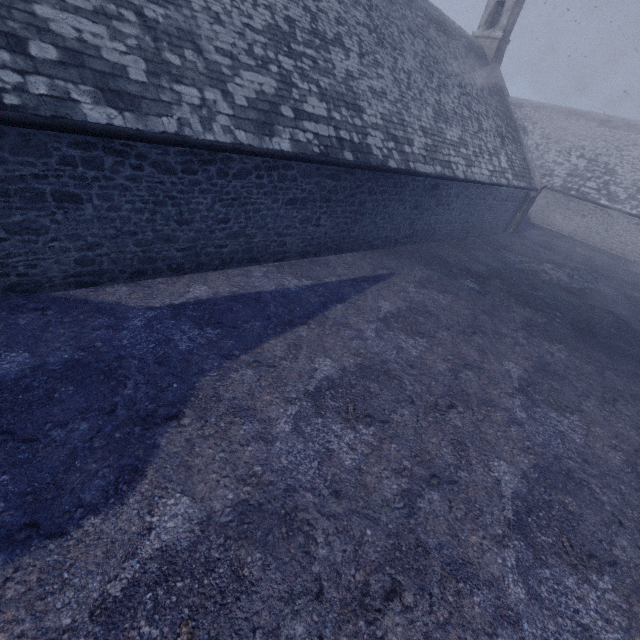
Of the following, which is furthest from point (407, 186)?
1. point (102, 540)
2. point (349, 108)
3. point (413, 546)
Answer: point (102, 540)
